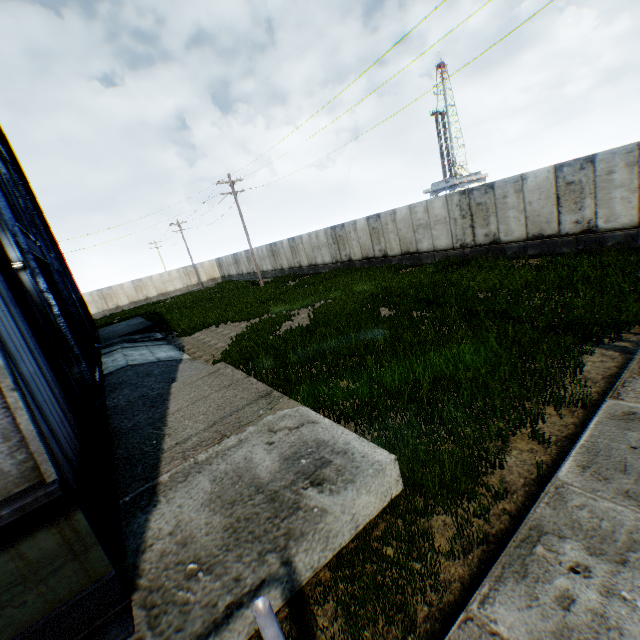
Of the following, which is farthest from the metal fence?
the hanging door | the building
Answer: the hanging door

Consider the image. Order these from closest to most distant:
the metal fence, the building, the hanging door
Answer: the metal fence < the building < the hanging door

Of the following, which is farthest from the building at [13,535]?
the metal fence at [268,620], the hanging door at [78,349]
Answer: the metal fence at [268,620]

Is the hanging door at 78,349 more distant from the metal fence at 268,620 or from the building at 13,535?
the metal fence at 268,620

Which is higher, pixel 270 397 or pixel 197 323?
pixel 270 397

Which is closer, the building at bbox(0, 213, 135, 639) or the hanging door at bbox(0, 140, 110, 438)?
the building at bbox(0, 213, 135, 639)
